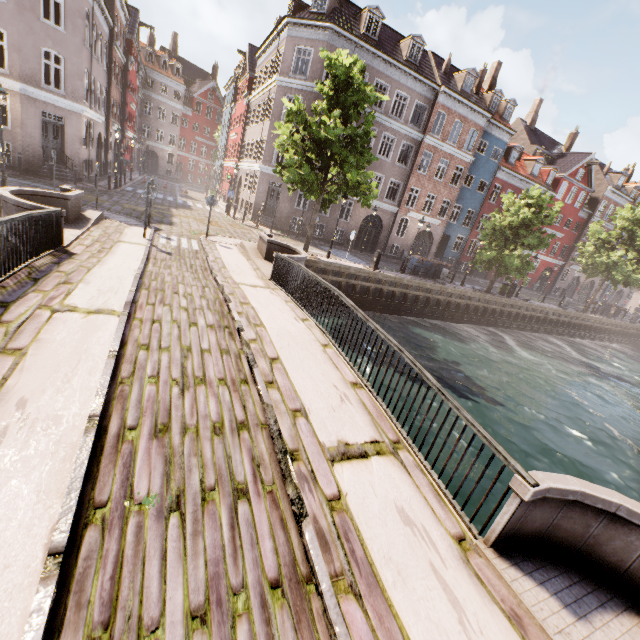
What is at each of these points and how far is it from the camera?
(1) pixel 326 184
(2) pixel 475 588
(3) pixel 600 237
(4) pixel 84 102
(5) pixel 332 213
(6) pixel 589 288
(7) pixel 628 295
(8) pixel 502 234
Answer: (1) tree, 16.91m
(2) bridge, 3.11m
(3) tree, 29.12m
(4) building, 19.86m
(5) building, 27.03m
(6) building, 46.69m
(7) building, 52.41m
(8) tree, 23.92m

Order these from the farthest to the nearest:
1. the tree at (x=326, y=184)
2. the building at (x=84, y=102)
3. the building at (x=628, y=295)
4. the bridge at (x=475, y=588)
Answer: the building at (x=628, y=295), the building at (x=84, y=102), the tree at (x=326, y=184), the bridge at (x=475, y=588)

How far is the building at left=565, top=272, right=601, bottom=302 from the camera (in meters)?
44.47

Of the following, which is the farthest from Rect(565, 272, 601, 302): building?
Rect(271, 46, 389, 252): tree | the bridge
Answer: the bridge

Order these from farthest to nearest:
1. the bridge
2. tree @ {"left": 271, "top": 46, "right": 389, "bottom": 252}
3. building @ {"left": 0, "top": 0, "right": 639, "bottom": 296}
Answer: building @ {"left": 0, "top": 0, "right": 639, "bottom": 296} → tree @ {"left": 271, "top": 46, "right": 389, "bottom": 252} → the bridge

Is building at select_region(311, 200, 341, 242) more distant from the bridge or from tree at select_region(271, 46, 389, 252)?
the bridge

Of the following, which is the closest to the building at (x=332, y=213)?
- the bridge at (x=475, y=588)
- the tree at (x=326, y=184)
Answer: the tree at (x=326, y=184)
